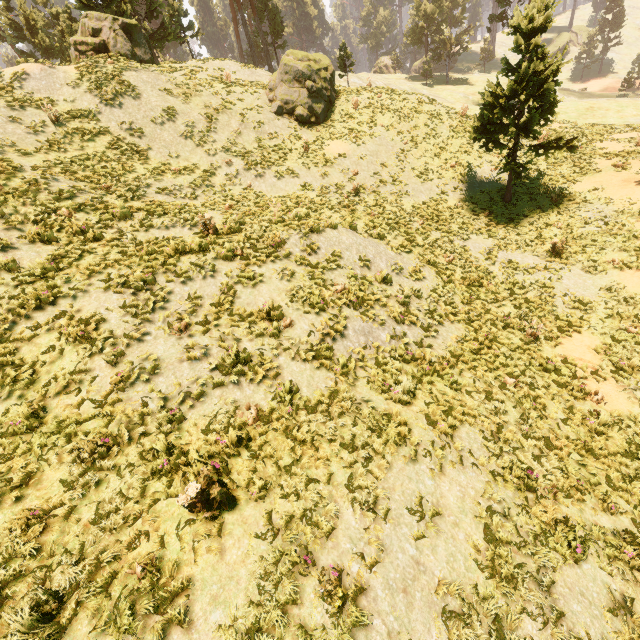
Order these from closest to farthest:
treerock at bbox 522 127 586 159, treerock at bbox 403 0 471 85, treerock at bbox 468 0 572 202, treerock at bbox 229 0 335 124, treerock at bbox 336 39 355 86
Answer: treerock at bbox 468 0 572 202
treerock at bbox 522 127 586 159
treerock at bbox 229 0 335 124
treerock at bbox 336 39 355 86
treerock at bbox 403 0 471 85

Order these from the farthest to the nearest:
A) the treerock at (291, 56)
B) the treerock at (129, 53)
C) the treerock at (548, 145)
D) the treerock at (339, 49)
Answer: the treerock at (339, 49)
the treerock at (291, 56)
the treerock at (129, 53)
the treerock at (548, 145)

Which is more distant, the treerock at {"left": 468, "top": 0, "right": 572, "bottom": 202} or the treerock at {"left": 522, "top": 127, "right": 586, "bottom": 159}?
the treerock at {"left": 522, "top": 127, "right": 586, "bottom": 159}

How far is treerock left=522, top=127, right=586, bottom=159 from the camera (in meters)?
15.42

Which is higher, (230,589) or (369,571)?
(230,589)

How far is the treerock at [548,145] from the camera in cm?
1542
